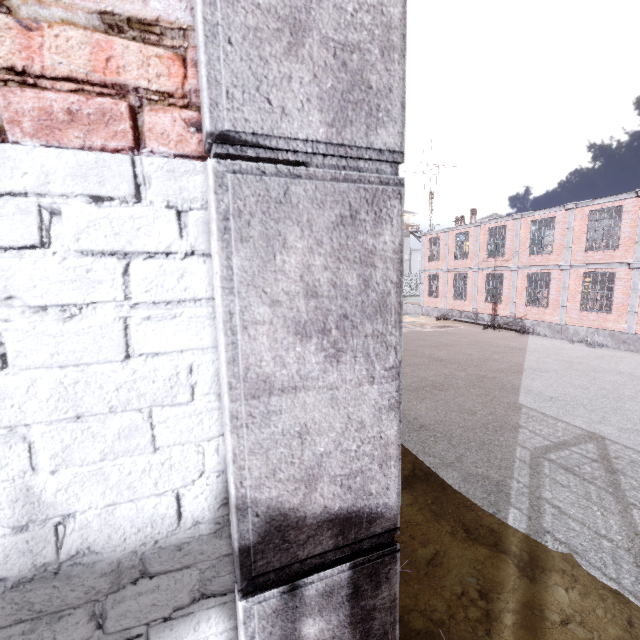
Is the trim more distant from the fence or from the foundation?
the foundation

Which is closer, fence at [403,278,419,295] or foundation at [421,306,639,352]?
foundation at [421,306,639,352]

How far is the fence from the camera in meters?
49.9

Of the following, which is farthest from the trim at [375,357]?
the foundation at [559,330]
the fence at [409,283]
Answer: the foundation at [559,330]

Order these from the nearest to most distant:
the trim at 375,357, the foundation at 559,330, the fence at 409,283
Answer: the trim at 375,357 → the foundation at 559,330 → the fence at 409,283

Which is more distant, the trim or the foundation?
the foundation

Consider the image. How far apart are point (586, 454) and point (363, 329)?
8.5 meters

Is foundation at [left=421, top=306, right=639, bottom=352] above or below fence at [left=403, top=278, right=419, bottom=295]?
below
